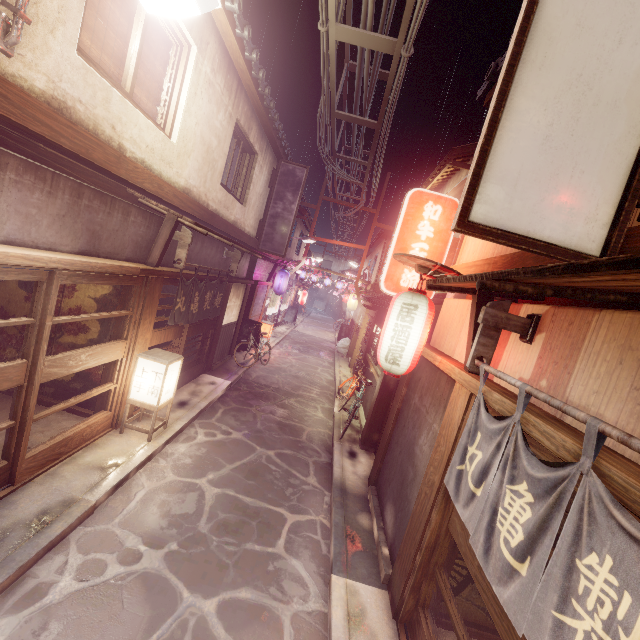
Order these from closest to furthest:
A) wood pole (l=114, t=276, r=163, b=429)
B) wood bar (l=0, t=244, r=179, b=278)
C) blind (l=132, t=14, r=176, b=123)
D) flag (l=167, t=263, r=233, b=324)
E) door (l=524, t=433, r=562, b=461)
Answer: door (l=524, t=433, r=562, b=461) < wood bar (l=0, t=244, r=179, b=278) < blind (l=132, t=14, r=176, b=123) < wood pole (l=114, t=276, r=163, b=429) < flag (l=167, t=263, r=233, b=324)

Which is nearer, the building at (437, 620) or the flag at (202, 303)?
the building at (437, 620)

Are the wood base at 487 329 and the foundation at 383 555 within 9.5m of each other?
yes

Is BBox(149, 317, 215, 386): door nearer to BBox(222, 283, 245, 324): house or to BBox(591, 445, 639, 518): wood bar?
BBox(222, 283, 245, 324): house

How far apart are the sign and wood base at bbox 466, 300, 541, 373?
17.94m

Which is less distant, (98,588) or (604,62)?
(604,62)

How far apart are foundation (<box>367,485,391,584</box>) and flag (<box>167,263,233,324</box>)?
9.1 meters

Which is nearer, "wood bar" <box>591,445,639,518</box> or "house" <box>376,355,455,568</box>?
"wood bar" <box>591,445,639,518</box>
